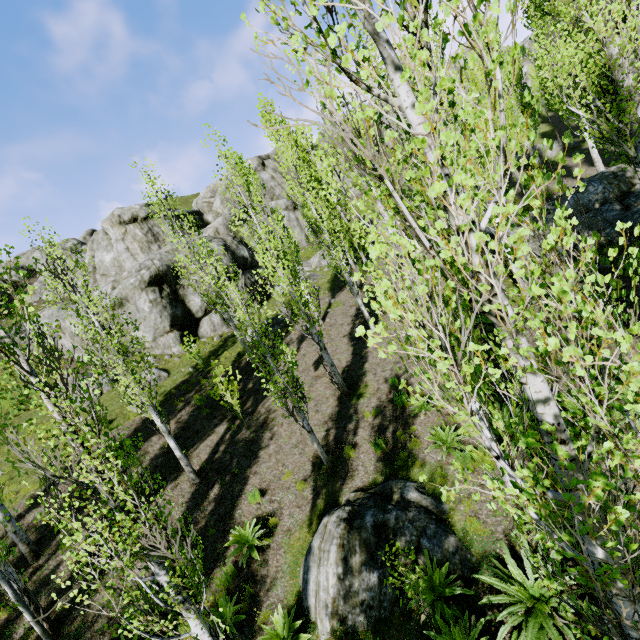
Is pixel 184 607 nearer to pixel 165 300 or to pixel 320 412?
pixel 320 412

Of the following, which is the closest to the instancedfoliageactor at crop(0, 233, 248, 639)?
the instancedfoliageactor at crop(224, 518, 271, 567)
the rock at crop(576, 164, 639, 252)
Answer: the rock at crop(576, 164, 639, 252)

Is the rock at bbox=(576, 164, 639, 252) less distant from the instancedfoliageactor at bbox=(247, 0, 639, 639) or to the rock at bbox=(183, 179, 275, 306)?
the instancedfoliageactor at bbox=(247, 0, 639, 639)

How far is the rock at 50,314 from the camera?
18.5m

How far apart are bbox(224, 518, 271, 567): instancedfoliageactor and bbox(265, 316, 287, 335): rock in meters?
11.4 m

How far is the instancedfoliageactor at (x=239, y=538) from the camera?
7.93m

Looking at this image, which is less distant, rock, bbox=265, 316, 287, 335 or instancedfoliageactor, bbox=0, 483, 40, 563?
instancedfoliageactor, bbox=0, 483, 40, 563
